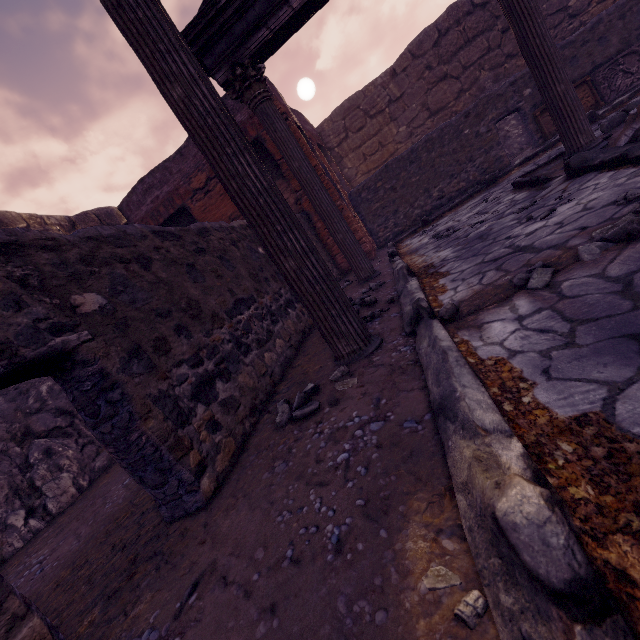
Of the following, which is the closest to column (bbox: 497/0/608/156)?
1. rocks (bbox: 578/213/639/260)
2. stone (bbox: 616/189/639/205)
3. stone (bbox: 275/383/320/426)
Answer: stone (bbox: 616/189/639/205)

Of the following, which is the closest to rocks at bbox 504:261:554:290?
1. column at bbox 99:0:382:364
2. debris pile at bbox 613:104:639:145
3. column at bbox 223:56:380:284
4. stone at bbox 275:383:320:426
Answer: column at bbox 99:0:382:364

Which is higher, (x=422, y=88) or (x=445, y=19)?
(x=445, y=19)

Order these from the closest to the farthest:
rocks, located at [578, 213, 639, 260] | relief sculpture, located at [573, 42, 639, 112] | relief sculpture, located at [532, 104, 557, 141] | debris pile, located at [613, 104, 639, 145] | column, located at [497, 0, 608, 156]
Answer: rocks, located at [578, 213, 639, 260] → debris pile, located at [613, 104, 639, 145] → column, located at [497, 0, 608, 156] → relief sculpture, located at [573, 42, 639, 112] → relief sculpture, located at [532, 104, 557, 141]

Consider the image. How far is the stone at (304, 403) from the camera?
2.0 meters

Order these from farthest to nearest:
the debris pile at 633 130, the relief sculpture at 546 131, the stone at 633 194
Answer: the relief sculpture at 546 131 → the debris pile at 633 130 → the stone at 633 194

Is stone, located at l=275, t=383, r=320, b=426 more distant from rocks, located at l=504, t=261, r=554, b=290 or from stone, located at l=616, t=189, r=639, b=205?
stone, located at l=616, t=189, r=639, b=205

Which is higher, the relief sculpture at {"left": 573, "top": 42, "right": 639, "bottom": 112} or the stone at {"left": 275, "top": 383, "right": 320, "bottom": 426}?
the relief sculpture at {"left": 573, "top": 42, "right": 639, "bottom": 112}
